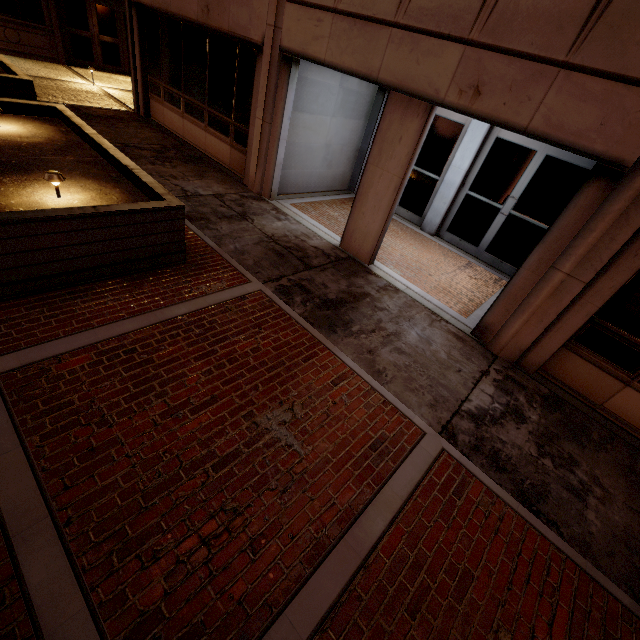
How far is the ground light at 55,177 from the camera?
4.1 meters

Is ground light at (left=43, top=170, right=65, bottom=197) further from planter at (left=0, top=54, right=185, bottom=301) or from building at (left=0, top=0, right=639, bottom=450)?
building at (left=0, top=0, right=639, bottom=450)

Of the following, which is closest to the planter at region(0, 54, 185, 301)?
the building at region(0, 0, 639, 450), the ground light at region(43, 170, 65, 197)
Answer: the ground light at region(43, 170, 65, 197)

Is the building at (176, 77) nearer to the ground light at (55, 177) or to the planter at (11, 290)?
the planter at (11, 290)

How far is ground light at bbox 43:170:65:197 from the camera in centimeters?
413cm

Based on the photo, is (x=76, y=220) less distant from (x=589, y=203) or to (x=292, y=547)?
(x=292, y=547)
